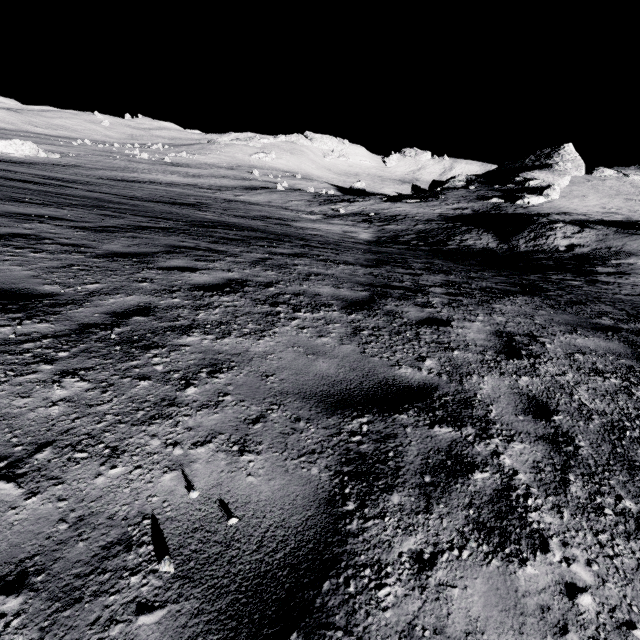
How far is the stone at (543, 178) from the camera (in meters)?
45.91

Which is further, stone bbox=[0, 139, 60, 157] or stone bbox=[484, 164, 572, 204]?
stone bbox=[0, 139, 60, 157]

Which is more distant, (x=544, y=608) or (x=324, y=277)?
(x=324, y=277)

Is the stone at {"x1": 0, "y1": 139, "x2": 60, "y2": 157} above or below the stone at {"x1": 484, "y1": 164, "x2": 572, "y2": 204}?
below

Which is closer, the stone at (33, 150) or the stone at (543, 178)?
the stone at (543, 178)

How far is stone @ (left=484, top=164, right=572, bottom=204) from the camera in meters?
45.9 m
